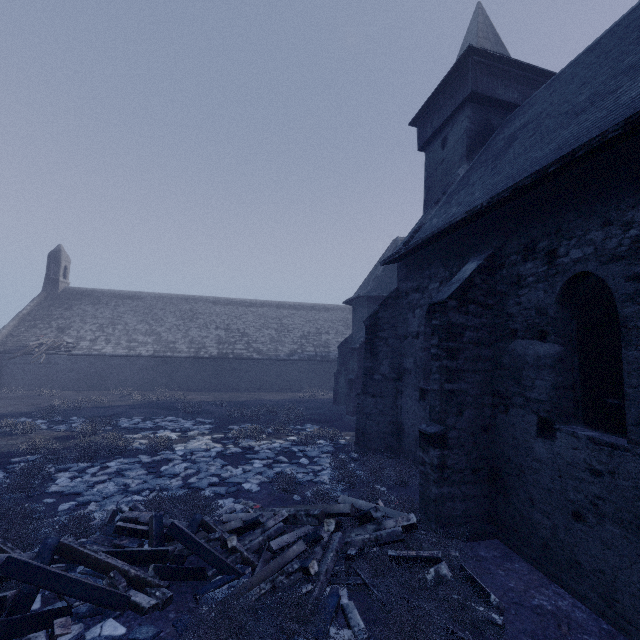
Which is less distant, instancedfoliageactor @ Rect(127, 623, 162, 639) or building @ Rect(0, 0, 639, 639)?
instancedfoliageactor @ Rect(127, 623, 162, 639)

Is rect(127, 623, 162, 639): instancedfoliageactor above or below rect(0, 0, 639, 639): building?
below

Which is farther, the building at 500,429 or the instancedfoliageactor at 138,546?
the building at 500,429

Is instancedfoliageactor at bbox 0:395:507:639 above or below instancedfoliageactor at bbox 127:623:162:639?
above

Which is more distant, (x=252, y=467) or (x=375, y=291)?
(x=375, y=291)
